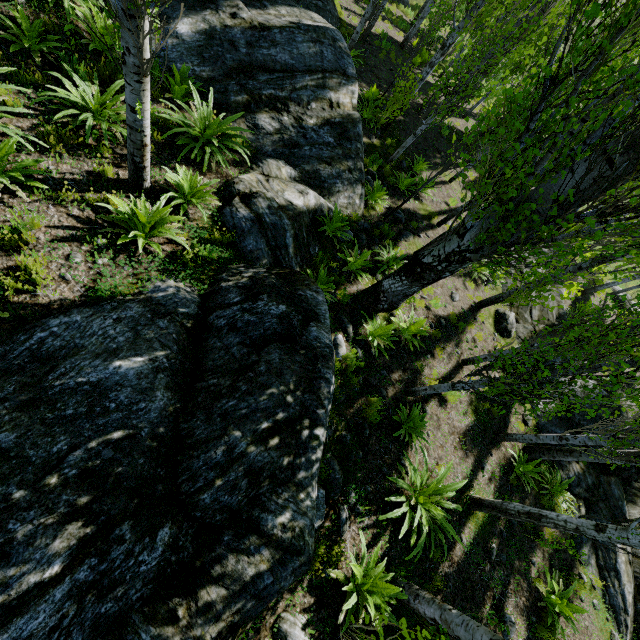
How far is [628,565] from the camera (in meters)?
8.22

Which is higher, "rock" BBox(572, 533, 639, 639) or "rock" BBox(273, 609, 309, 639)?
"rock" BBox(273, 609, 309, 639)

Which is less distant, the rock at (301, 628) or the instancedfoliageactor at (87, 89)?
the instancedfoliageactor at (87, 89)

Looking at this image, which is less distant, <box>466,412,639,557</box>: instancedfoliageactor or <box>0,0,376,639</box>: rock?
<box>0,0,376,639</box>: rock

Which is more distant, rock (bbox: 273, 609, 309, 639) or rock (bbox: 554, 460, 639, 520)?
rock (bbox: 554, 460, 639, 520)

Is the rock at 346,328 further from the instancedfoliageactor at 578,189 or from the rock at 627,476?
the rock at 627,476

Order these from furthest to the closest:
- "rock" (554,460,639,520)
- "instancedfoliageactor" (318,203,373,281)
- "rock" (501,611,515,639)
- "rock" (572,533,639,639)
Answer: "rock" (554,460,639,520) < "rock" (572,533,639,639) < "instancedfoliageactor" (318,203,373,281) < "rock" (501,611,515,639)

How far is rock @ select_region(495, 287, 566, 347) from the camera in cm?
1062
